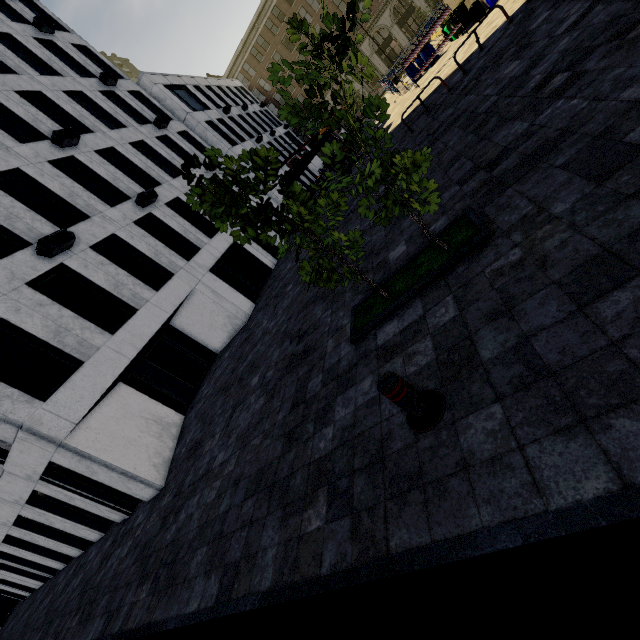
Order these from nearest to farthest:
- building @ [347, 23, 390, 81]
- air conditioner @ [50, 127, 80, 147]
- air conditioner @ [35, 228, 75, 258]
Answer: air conditioner @ [35, 228, 75, 258], air conditioner @ [50, 127, 80, 147], building @ [347, 23, 390, 81]

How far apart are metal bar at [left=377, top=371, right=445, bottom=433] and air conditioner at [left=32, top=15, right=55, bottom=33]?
29.2 meters

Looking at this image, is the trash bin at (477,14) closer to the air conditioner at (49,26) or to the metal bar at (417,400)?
the metal bar at (417,400)

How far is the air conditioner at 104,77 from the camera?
19.94m

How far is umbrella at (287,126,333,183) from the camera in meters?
18.3 m

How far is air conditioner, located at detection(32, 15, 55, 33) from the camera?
18.72m

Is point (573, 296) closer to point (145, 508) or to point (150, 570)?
point (150, 570)

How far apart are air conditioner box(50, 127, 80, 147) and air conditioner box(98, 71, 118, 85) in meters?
7.9 m
